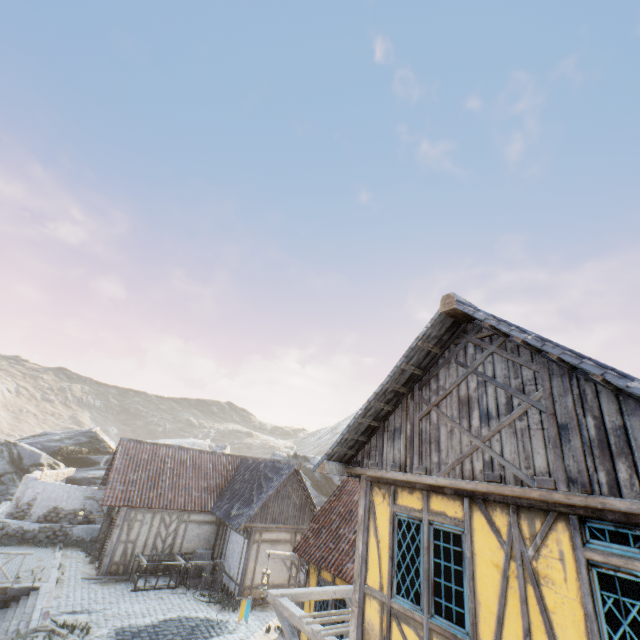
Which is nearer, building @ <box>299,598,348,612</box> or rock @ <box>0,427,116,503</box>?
building @ <box>299,598,348,612</box>

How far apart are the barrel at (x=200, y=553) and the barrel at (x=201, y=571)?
1.00m

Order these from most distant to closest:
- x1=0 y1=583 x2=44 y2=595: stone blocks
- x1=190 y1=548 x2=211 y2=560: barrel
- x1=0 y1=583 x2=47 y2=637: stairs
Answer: x1=190 y1=548 x2=211 y2=560: barrel < x1=0 y1=583 x2=44 y2=595: stone blocks < x1=0 y1=583 x2=47 y2=637: stairs

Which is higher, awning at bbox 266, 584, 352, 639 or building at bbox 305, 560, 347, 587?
awning at bbox 266, 584, 352, 639

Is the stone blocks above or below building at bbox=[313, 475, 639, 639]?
below

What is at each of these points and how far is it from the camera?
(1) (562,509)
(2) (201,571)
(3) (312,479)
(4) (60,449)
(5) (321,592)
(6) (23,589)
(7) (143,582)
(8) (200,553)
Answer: (1) building, 4.07m
(2) barrel, 16.20m
(3) rock, 34.31m
(4) rock, 31.30m
(5) awning, 8.69m
(6) stone blocks, 13.05m
(7) wagon, 14.78m
(8) barrel, 16.50m

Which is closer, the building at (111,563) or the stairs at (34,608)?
the stairs at (34,608)

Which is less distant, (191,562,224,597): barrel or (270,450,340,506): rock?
(191,562,224,597): barrel
